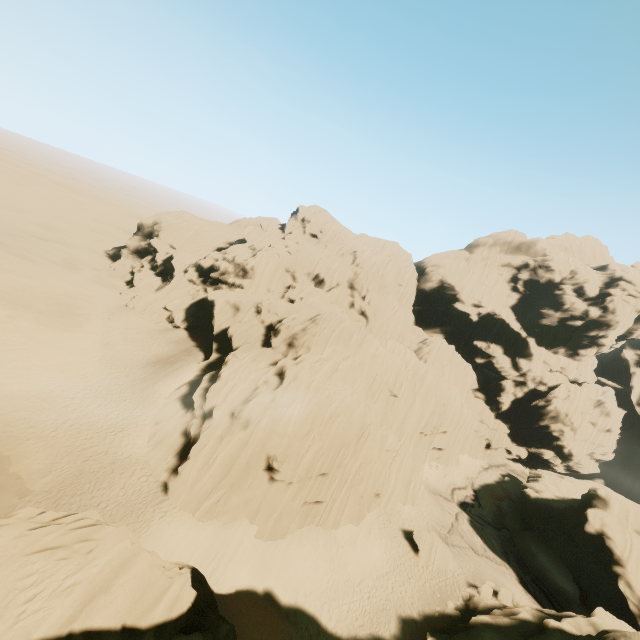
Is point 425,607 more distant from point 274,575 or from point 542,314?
point 542,314

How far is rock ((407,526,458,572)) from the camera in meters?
30.0 m

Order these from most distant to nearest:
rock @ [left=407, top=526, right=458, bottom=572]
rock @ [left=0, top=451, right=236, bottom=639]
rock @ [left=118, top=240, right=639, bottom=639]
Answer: rock @ [left=407, top=526, right=458, bottom=572], rock @ [left=118, top=240, right=639, bottom=639], rock @ [left=0, top=451, right=236, bottom=639]

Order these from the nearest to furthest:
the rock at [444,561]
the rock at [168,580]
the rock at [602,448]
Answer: the rock at [168,580], the rock at [602,448], the rock at [444,561]

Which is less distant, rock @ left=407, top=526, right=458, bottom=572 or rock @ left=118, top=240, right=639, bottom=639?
rock @ left=118, top=240, right=639, bottom=639

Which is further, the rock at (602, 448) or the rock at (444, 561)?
the rock at (444, 561)
